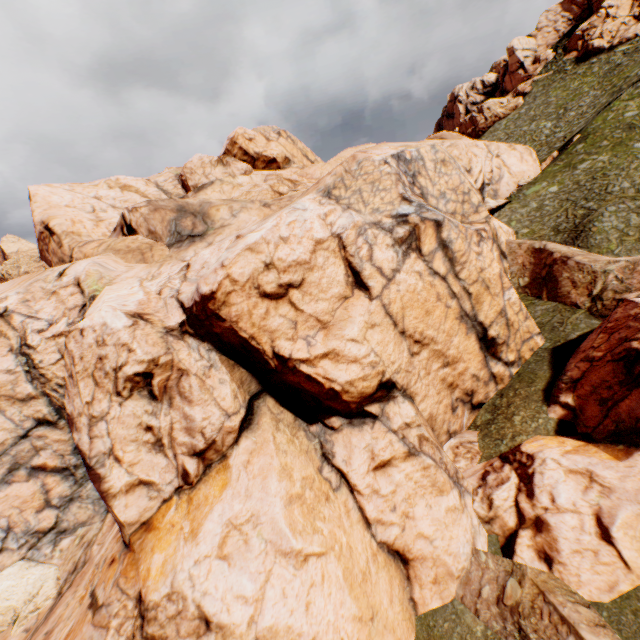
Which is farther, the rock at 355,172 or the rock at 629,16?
the rock at 629,16

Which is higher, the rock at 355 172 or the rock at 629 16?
the rock at 629 16

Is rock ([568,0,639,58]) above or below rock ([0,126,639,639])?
above

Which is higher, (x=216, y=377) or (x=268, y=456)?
(x=216, y=377)

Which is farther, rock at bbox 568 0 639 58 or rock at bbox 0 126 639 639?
rock at bbox 568 0 639 58
